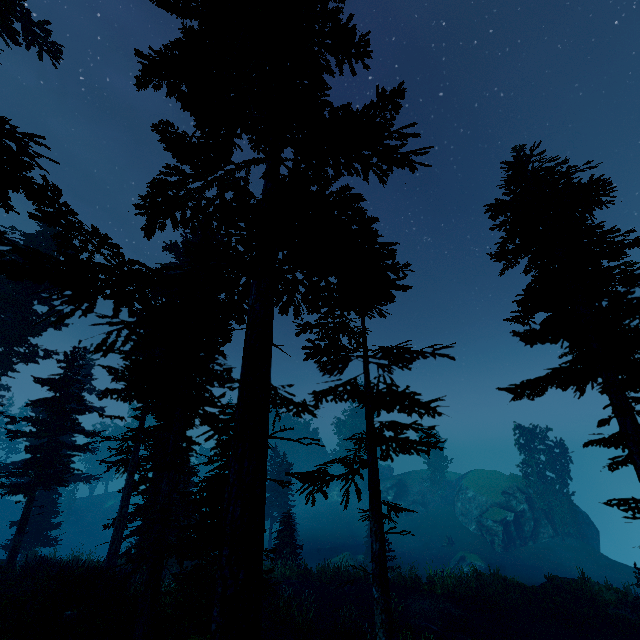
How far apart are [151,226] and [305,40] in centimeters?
702cm

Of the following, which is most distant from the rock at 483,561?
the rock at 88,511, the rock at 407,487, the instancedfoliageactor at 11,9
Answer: the rock at 88,511

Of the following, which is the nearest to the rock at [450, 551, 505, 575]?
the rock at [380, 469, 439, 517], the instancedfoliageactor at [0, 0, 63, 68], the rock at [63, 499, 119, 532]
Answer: the instancedfoliageactor at [0, 0, 63, 68]

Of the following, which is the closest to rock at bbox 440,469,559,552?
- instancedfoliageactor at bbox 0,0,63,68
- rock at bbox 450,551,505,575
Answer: instancedfoliageactor at bbox 0,0,63,68

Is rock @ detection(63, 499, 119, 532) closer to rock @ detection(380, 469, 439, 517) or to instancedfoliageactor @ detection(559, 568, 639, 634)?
instancedfoliageactor @ detection(559, 568, 639, 634)

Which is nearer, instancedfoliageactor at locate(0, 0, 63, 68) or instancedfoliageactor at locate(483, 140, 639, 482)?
instancedfoliageactor at locate(483, 140, 639, 482)

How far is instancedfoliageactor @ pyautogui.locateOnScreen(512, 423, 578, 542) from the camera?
37.09m

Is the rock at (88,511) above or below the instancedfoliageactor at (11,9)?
below
